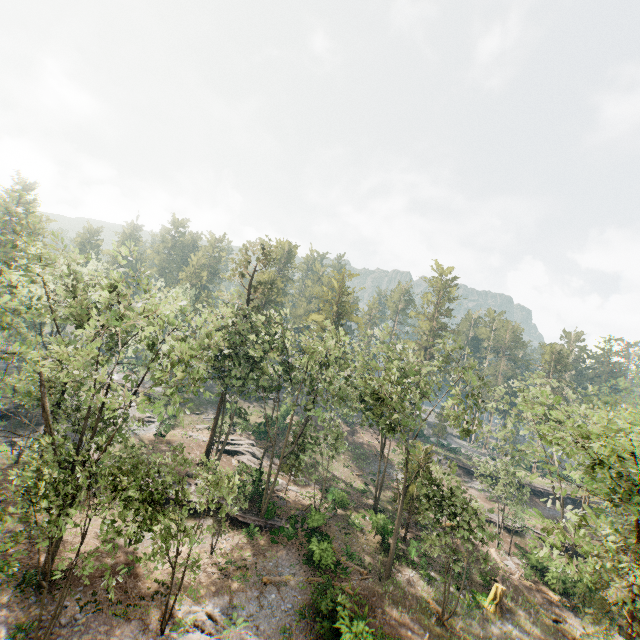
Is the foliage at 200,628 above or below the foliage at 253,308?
below

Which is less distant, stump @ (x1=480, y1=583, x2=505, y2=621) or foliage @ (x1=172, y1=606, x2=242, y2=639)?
foliage @ (x1=172, y1=606, x2=242, y2=639)

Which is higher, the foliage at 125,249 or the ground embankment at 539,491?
the foliage at 125,249

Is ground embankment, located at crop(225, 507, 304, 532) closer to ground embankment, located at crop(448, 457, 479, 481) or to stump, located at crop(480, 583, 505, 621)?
stump, located at crop(480, 583, 505, 621)

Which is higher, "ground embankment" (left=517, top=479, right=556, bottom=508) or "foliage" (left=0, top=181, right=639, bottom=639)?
"foliage" (left=0, top=181, right=639, bottom=639)

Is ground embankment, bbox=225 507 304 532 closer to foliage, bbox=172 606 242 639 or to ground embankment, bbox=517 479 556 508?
foliage, bbox=172 606 242 639

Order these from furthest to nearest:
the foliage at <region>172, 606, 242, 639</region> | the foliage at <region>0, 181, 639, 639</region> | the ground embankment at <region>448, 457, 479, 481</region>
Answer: the ground embankment at <region>448, 457, 479, 481</region> → the foliage at <region>172, 606, 242, 639</region> → the foliage at <region>0, 181, 639, 639</region>

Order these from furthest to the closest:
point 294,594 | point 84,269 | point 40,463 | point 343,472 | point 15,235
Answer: point 343,472 < point 84,269 < point 15,235 < point 294,594 < point 40,463
